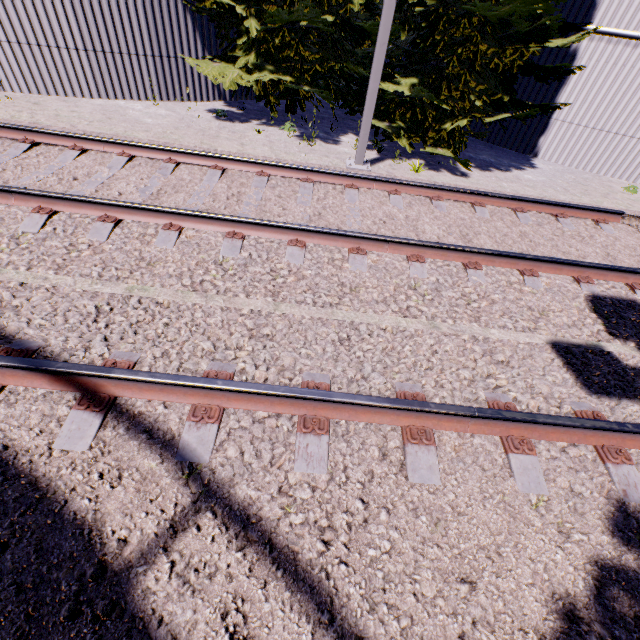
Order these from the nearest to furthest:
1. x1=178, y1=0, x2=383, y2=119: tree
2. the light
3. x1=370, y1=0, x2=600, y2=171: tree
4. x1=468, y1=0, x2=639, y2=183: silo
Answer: the light → x1=370, y1=0, x2=600, y2=171: tree → x1=178, y1=0, x2=383, y2=119: tree → x1=468, y1=0, x2=639, y2=183: silo

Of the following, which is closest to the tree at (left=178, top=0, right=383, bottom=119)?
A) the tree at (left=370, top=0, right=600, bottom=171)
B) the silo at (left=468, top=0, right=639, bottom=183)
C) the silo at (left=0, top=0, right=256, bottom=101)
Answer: the silo at (left=0, top=0, right=256, bottom=101)

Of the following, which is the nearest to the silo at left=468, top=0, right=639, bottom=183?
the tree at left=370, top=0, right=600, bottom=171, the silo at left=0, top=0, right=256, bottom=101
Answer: the tree at left=370, top=0, right=600, bottom=171

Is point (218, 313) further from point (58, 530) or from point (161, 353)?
point (58, 530)

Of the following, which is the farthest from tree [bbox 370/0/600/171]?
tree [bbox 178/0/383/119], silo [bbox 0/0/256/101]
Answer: silo [bbox 0/0/256/101]

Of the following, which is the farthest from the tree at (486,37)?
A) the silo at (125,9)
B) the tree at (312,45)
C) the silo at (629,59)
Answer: the silo at (125,9)

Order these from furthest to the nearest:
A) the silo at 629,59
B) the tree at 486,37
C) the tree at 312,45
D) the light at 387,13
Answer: the silo at 629,59 → the tree at 312,45 → the tree at 486,37 → the light at 387,13

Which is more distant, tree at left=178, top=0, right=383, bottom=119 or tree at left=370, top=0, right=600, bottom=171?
tree at left=178, top=0, right=383, bottom=119
